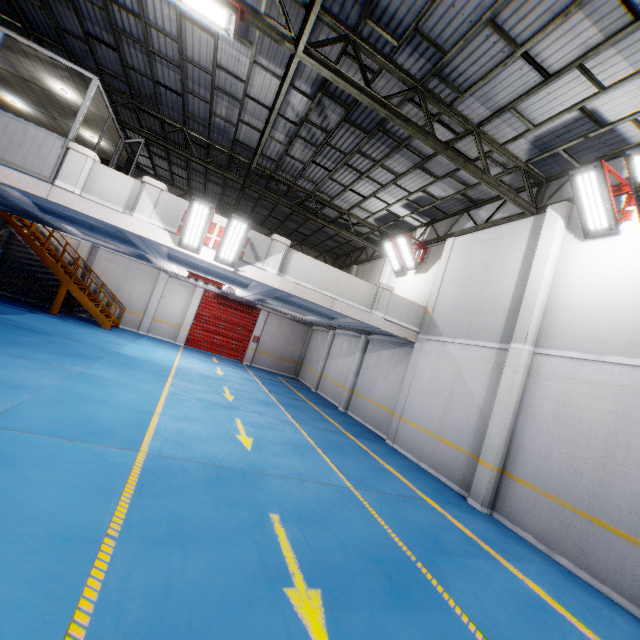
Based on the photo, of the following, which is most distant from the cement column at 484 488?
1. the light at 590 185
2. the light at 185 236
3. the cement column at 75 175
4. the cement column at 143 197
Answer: the cement column at 75 175

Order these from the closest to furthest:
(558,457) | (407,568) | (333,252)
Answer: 1. (407,568)
2. (558,457)
3. (333,252)

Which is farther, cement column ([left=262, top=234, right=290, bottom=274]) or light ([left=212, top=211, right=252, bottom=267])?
cement column ([left=262, top=234, right=290, bottom=274])

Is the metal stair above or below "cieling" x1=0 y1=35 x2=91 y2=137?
below

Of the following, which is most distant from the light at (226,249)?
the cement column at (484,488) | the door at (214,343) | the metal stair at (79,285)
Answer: the door at (214,343)

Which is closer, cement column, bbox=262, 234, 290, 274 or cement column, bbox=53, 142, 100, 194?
cement column, bbox=53, 142, 100, 194

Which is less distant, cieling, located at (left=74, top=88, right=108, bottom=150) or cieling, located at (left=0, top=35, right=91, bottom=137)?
cieling, located at (left=0, top=35, right=91, bottom=137)

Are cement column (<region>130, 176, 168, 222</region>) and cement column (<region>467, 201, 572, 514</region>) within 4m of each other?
no
